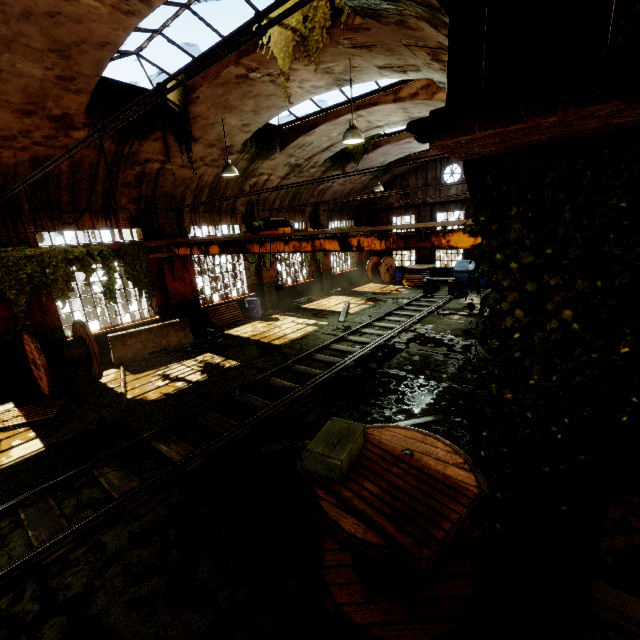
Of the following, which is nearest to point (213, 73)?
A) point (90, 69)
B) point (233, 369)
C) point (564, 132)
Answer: point (90, 69)

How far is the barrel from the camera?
15.5 meters

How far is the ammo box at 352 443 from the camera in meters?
3.3 m

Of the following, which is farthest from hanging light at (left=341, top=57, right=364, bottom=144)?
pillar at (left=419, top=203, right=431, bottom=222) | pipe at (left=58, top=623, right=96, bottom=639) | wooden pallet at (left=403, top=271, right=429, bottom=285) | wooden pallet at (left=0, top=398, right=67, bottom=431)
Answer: pillar at (left=419, top=203, right=431, bottom=222)

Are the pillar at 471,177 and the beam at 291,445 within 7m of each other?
yes

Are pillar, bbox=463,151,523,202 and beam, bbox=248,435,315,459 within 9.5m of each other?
yes

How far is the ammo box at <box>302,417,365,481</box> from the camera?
3.3 meters

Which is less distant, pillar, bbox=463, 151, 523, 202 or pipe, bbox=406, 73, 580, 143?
pipe, bbox=406, 73, 580, 143
